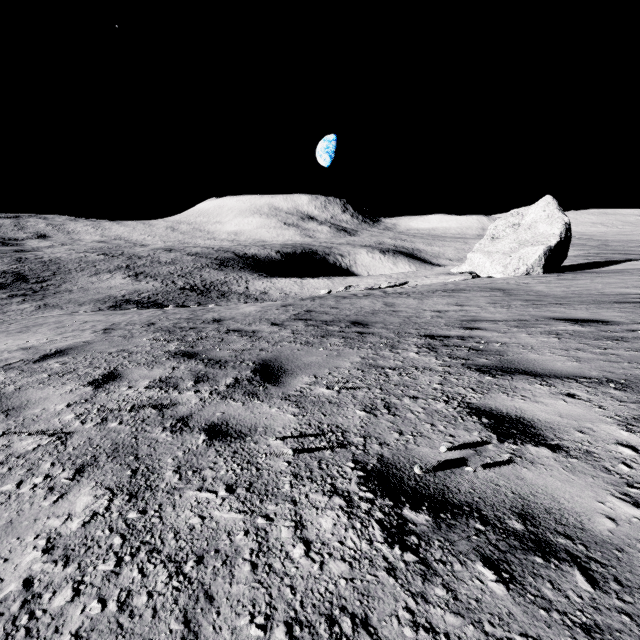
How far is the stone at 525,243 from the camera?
21.31m

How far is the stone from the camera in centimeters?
2131cm

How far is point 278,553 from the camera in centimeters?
130cm
